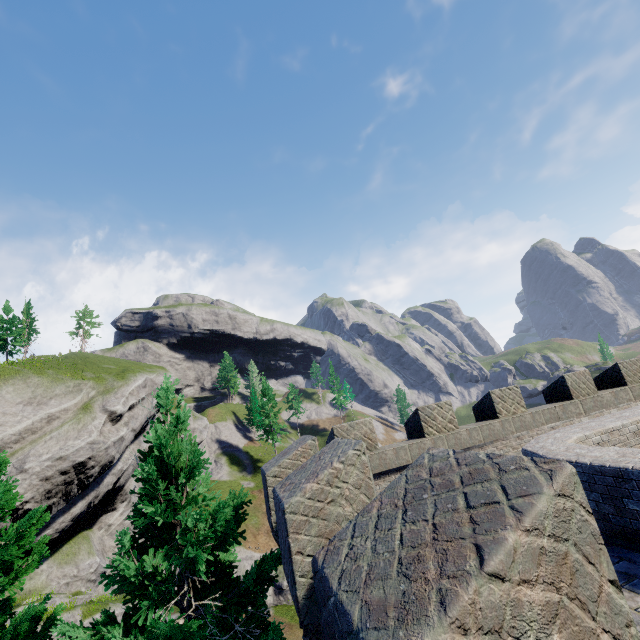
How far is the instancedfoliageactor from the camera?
54.30m

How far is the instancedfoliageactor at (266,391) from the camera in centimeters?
5430cm

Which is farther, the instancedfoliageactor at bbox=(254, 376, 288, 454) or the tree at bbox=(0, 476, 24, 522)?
the instancedfoliageactor at bbox=(254, 376, 288, 454)

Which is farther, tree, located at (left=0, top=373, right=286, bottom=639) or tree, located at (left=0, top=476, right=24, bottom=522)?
tree, located at (left=0, top=476, right=24, bottom=522)

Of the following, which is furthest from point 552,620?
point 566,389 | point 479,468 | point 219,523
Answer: point 566,389

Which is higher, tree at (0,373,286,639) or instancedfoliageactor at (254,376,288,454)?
instancedfoliageactor at (254,376,288,454)

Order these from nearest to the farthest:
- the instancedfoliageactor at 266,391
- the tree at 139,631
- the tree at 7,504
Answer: the tree at 139,631 < the tree at 7,504 < the instancedfoliageactor at 266,391
